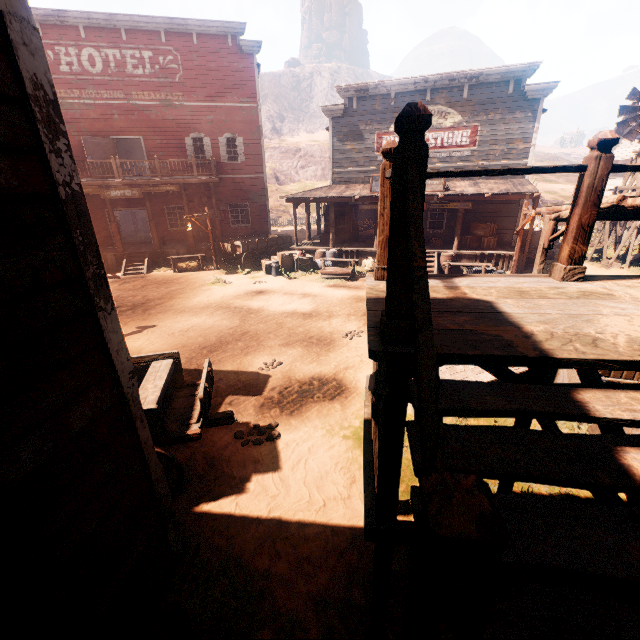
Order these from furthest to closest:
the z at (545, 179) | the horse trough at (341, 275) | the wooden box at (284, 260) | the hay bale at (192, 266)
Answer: the z at (545, 179)
the hay bale at (192, 266)
the wooden box at (284, 260)
the horse trough at (341, 275)

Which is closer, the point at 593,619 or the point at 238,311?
the point at 593,619

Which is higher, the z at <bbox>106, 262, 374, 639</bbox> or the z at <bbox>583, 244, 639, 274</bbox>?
the z at <bbox>583, 244, 639, 274</bbox>

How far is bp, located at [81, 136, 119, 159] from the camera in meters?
18.0

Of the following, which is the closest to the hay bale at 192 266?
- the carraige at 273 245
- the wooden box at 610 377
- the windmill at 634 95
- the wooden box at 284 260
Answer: the carraige at 273 245

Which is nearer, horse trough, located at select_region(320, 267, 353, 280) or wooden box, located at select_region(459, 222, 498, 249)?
horse trough, located at select_region(320, 267, 353, 280)

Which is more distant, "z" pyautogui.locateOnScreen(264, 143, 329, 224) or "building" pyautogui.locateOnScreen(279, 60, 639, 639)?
"z" pyautogui.locateOnScreen(264, 143, 329, 224)

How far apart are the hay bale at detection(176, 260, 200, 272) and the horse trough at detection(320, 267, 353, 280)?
7.2m
